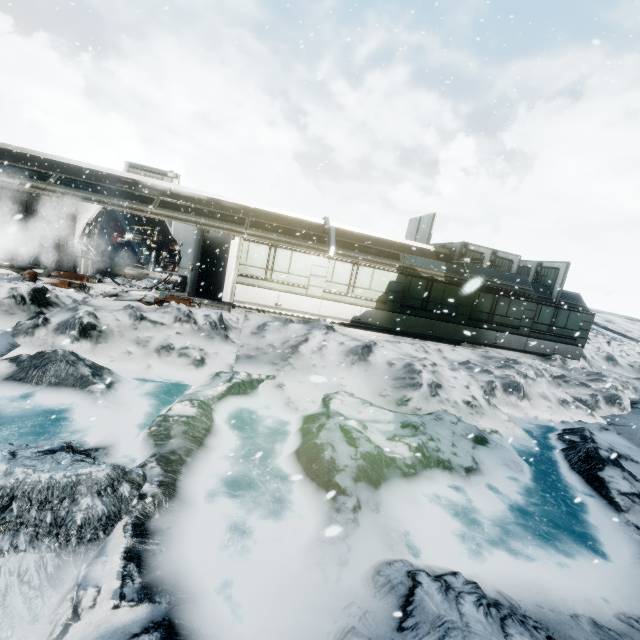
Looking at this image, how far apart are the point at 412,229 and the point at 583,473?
18.4m

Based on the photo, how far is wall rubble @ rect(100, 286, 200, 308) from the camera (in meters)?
10.69

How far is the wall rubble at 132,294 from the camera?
10.69m
